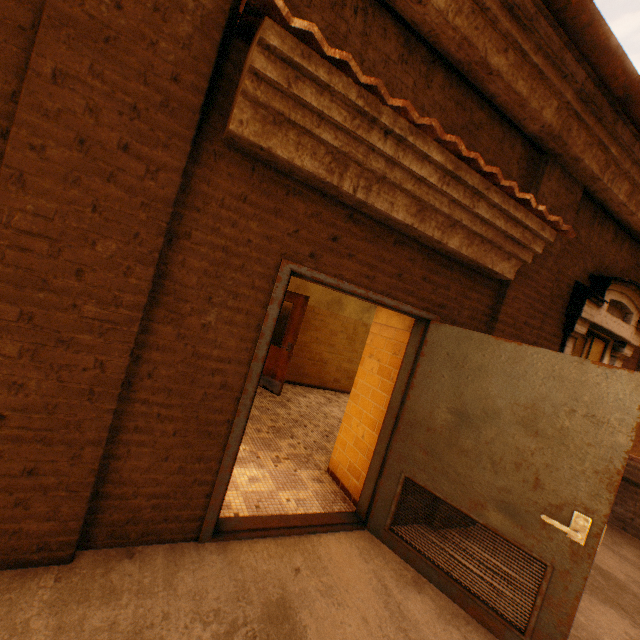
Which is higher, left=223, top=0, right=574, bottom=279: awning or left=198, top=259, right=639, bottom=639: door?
left=223, top=0, right=574, bottom=279: awning

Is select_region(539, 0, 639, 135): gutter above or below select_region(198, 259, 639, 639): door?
above

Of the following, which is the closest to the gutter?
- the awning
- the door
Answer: the awning

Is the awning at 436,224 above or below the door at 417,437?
above

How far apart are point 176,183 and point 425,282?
2.20m

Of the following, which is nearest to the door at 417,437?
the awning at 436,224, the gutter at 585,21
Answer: the awning at 436,224

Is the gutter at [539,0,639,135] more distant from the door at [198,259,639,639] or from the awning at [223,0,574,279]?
the door at [198,259,639,639]
